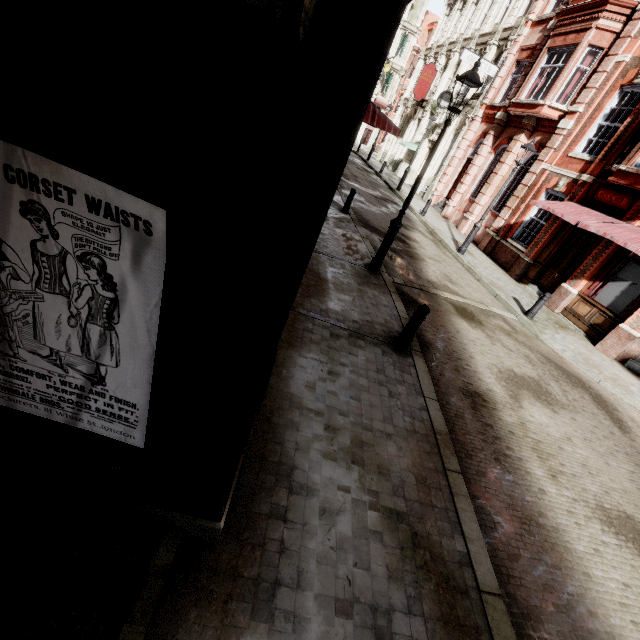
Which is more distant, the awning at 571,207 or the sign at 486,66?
the sign at 486,66

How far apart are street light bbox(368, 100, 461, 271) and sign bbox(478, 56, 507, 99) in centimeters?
1566cm

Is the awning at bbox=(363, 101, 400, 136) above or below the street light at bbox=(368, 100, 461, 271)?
above

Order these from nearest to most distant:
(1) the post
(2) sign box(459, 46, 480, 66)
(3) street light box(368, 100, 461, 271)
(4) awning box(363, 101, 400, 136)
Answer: (1) the post → (3) street light box(368, 100, 461, 271) → (4) awning box(363, 101, 400, 136) → (2) sign box(459, 46, 480, 66)

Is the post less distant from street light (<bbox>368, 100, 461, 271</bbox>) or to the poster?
street light (<bbox>368, 100, 461, 271</bbox>)

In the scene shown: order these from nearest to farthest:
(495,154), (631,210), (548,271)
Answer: (631,210), (548,271), (495,154)

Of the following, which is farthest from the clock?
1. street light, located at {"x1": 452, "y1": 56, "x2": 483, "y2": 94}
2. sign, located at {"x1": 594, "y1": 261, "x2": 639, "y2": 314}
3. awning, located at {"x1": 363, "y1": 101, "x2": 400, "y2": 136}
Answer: street light, located at {"x1": 452, "y1": 56, "x2": 483, "y2": 94}

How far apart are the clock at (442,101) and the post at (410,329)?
22.18m
